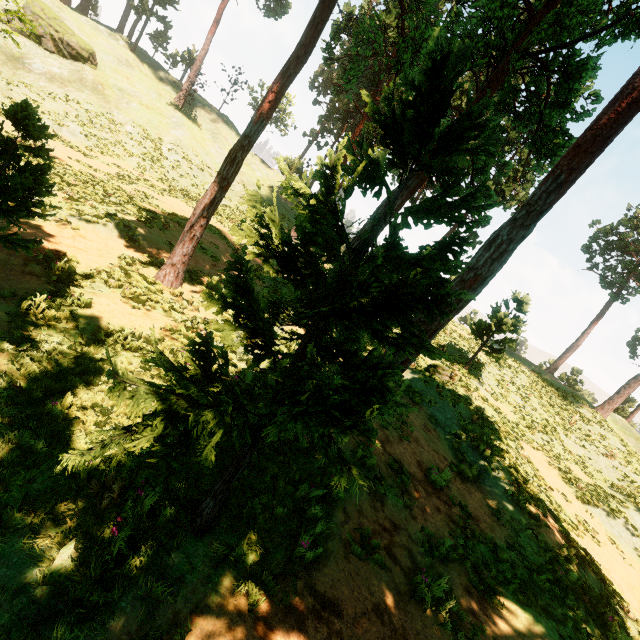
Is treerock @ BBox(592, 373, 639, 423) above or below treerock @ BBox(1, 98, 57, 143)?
above

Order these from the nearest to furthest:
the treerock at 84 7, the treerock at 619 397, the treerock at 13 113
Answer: the treerock at 13 113
the treerock at 619 397
the treerock at 84 7

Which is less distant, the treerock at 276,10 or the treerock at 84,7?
the treerock at 276,10

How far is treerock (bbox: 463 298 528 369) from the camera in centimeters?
2045cm

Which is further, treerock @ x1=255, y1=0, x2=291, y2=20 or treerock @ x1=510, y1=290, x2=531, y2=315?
treerock @ x1=255, y1=0, x2=291, y2=20

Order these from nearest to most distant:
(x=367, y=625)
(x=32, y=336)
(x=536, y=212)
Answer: (x=367, y=625), (x=32, y=336), (x=536, y=212)
